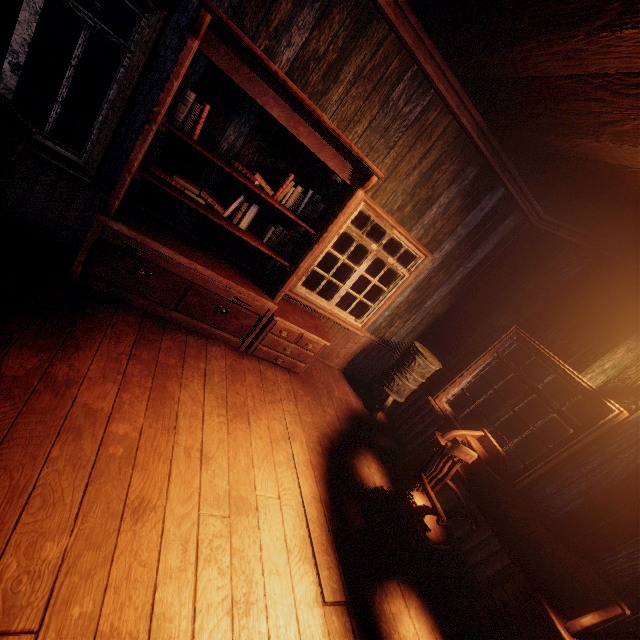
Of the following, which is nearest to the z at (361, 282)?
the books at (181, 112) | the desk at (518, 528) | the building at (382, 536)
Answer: the building at (382, 536)

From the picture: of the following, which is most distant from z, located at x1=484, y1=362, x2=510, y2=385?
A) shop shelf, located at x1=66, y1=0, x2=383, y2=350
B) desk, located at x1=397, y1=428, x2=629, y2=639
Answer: shop shelf, located at x1=66, y1=0, x2=383, y2=350

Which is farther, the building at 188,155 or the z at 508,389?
the z at 508,389

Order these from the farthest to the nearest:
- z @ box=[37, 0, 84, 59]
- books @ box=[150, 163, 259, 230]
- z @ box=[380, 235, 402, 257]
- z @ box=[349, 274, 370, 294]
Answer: z @ box=[37, 0, 84, 59] → z @ box=[380, 235, 402, 257] → z @ box=[349, 274, 370, 294] → books @ box=[150, 163, 259, 230]

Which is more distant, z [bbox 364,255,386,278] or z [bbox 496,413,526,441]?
z [bbox 364,255,386,278]

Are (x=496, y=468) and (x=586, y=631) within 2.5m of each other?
yes

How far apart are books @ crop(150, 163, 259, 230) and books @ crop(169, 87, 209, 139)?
0.42m

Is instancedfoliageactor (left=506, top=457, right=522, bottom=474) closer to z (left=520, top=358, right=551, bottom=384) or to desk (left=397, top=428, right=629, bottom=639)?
z (left=520, top=358, right=551, bottom=384)
